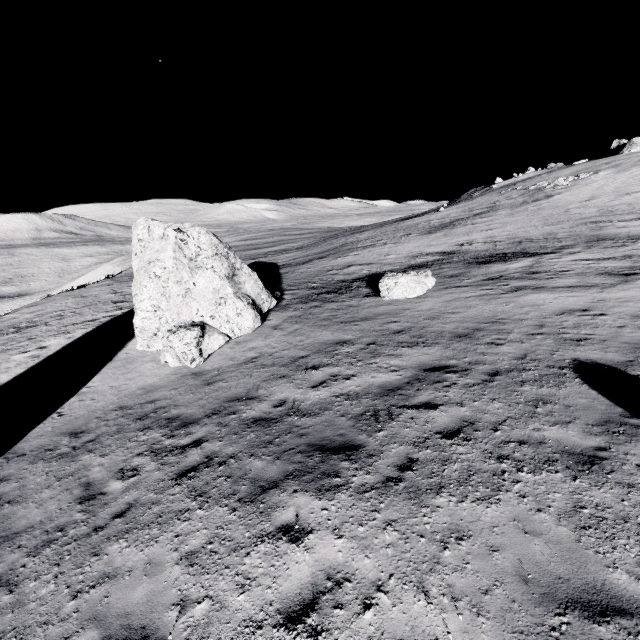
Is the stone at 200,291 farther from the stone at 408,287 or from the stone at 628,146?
the stone at 628,146

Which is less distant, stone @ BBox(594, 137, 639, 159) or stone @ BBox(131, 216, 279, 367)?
stone @ BBox(131, 216, 279, 367)

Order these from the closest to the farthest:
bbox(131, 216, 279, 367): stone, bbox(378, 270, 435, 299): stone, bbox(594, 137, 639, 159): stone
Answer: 1. bbox(131, 216, 279, 367): stone
2. bbox(378, 270, 435, 299): stone
3. bbox(594, 137, 639, 159): stone

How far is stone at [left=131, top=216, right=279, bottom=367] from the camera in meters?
13.1 m

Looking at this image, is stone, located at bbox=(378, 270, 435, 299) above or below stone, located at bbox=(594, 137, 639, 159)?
below

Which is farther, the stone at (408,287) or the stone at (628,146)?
the stone at (628,146)

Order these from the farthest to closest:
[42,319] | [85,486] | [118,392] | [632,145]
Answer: [632,145], [42,319], [118,392], [85,486]

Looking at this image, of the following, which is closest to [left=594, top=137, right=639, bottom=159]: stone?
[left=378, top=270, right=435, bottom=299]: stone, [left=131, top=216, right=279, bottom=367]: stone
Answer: [left=378, top=270, right=435, bottom=299]: stone
